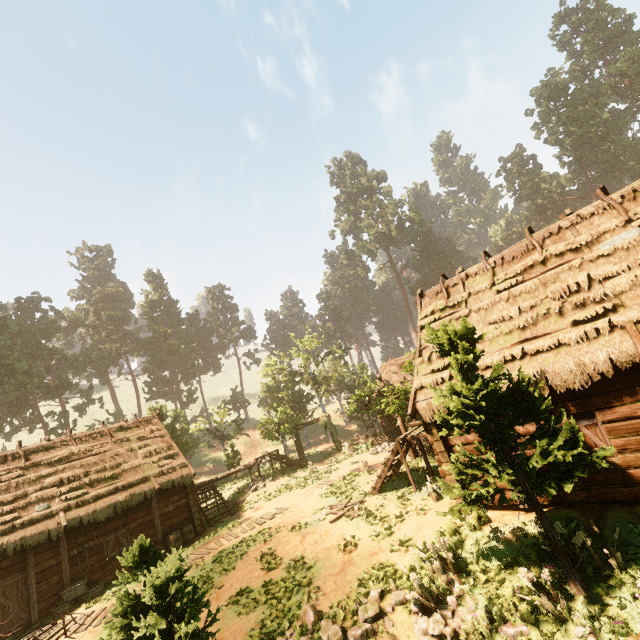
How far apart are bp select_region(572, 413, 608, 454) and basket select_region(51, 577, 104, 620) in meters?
19.8

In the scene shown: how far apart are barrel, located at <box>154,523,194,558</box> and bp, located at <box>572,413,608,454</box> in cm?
1847

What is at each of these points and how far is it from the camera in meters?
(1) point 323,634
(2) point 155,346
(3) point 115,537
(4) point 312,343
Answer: (1) rock, 7.9 m
(2) treerock, 55.7 m
(3) bp, 16.2 m
(4) treerock, 41.3 m

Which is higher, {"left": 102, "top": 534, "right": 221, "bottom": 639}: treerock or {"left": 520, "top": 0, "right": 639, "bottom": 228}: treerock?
{"left": 520, "top": 0, "right": 639, "bottom": 228}: treerock

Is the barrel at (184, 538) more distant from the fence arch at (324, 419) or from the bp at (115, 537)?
the fence arch at (324, 419)

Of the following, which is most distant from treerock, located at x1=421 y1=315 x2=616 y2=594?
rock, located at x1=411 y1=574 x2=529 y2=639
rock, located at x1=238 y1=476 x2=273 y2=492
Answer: rock, located at x1=238 y1=476 x2=273 y2=492

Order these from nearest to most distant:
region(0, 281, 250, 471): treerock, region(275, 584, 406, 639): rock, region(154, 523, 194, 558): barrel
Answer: region(275, 584, 406, 639): rock
region(154, 523, 194, 558): barrel
region(0, 281, 250, 471): treerock

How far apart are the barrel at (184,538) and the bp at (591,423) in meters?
18.5
